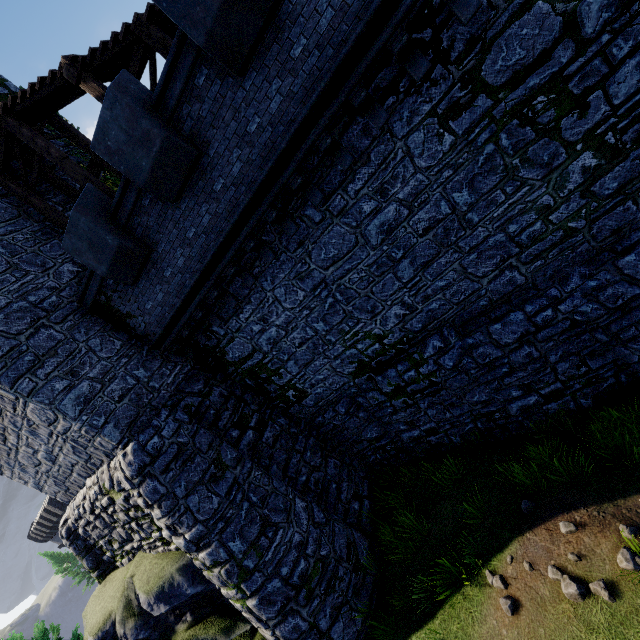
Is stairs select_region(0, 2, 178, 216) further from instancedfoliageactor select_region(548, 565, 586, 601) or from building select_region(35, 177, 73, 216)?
instancedfoliageactor select_region(548, 565, 586, 601)

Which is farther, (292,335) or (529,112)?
(292,335)

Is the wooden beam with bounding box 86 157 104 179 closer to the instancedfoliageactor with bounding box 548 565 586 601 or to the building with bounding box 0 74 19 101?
the building with bounding box 0 74 19 101

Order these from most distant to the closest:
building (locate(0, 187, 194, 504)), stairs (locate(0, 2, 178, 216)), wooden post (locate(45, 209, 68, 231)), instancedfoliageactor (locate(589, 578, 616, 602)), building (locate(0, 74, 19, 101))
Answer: building (locate(0, 74, 19, 101))
wooden post (locate(45, 209, 68, 231))
building (locate(0, 187, 194, 504))
stairs (locate(0, 2, 178, 216))
instancedfoliageactor (locate(589, 578, 616, 602))

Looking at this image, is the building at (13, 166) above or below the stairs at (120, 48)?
above

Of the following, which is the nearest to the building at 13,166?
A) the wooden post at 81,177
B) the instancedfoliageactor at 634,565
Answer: the wooden post at 81,177

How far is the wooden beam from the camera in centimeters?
1070cm

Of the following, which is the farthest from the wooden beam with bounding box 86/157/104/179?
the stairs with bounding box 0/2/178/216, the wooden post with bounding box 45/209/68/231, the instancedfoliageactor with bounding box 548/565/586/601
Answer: the instancedfoliageactor with bounding box 548/565/586/601
